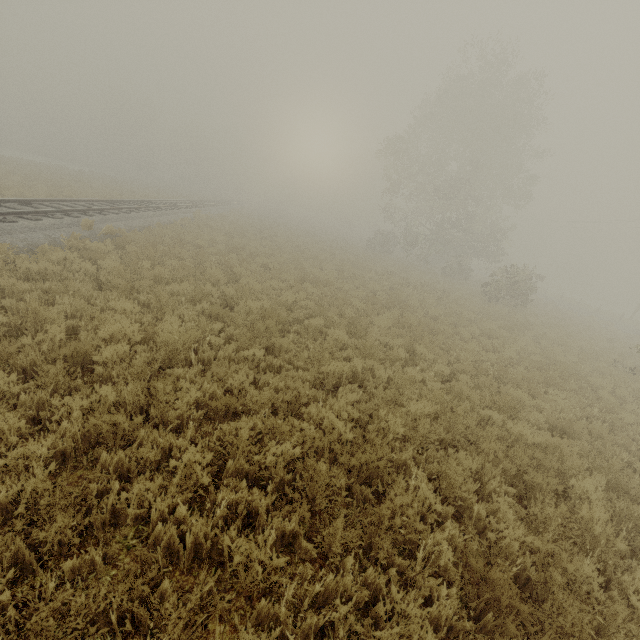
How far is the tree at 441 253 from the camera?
26.17m

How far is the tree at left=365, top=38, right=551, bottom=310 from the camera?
26.17m

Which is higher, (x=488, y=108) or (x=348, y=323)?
(x=488, y=108)
